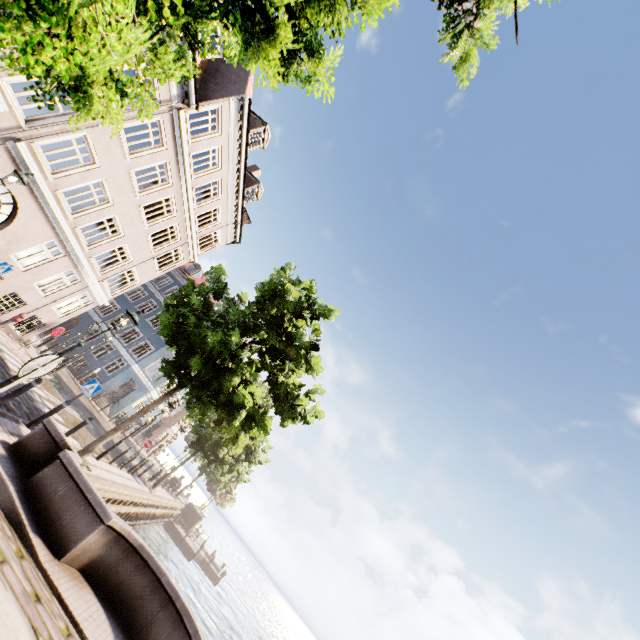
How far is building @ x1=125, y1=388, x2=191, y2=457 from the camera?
37.2m

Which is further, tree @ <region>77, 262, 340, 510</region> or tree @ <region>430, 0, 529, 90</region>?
tree @ <region>77, 262, 340, 510</region>

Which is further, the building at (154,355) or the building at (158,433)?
the building at (158,433)

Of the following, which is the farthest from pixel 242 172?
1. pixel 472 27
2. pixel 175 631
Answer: pixel 175 631

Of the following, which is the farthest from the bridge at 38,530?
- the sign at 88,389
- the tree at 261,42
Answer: the sign at 88,389

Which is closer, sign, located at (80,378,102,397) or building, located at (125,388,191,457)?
sign, located at (80,378,102,397)

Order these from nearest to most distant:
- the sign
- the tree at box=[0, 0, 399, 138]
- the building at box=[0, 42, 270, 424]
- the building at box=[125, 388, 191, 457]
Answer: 1. the tree at box=[0, 0, 399, 138]
2. the sign
3. the building at box=[0, 42, 270, 424]
4. the building at box=[125, 388, 191, 457]
